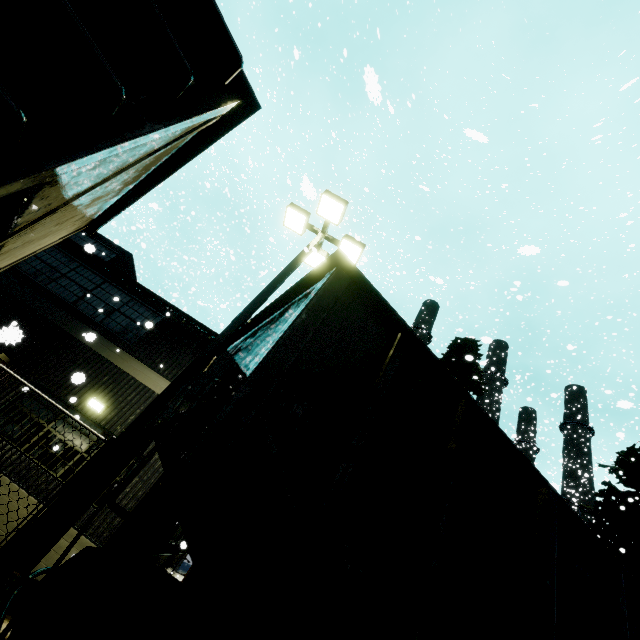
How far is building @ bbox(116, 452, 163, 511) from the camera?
8.2 meters

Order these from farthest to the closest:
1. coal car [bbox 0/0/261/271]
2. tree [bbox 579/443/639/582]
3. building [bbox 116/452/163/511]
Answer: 1. tree [bbox 579/443/639/582]
2. building [bbox 116/452/163/511]
3. coal car [bbox 0/0/261/271]

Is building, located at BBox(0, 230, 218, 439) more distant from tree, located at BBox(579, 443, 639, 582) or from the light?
tree, located at BBox(579, 443, 639, 582)

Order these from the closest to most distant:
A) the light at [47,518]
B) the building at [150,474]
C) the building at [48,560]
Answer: the light at [47,518], the building at [48,560], the building at [150,474]

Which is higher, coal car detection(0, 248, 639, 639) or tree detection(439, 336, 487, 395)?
tree detection(439, 336, 487, 395)

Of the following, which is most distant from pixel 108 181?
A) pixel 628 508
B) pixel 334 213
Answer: pixel 628 508

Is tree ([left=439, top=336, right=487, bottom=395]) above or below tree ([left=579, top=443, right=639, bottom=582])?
above

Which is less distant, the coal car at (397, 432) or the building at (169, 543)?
the coal car at (397, 432)
